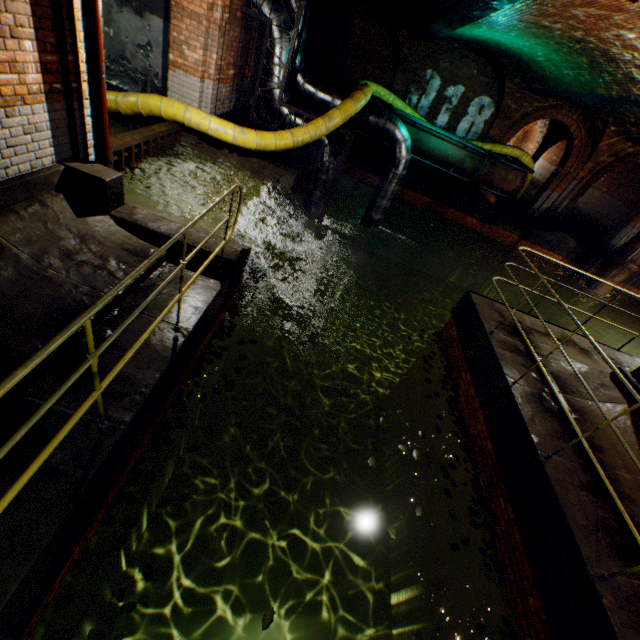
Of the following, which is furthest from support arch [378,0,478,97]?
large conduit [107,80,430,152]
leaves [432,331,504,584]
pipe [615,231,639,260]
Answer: leaves [432,331,504,584]

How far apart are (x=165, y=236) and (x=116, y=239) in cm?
58

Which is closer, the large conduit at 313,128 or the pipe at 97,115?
the pipe at 97,115

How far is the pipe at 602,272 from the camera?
14.5m

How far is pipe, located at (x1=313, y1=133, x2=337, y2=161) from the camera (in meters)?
8.73

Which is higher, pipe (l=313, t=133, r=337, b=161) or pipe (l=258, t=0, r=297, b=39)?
pipe (l=258, t=0, r=297, b=39)

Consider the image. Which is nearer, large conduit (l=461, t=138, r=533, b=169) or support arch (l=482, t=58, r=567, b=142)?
support arch (l=482, t=58, r=567, b=142)

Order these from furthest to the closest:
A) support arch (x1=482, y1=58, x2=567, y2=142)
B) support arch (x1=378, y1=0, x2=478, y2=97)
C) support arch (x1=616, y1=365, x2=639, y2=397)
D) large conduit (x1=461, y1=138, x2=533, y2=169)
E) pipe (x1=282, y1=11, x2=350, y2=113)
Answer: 1. large conduit (x1=461, y1=138, x2=533, y2=169)
2. support arch (x1=482, y1=58, x2=567, y2=142)
3. support arch (x1=378, y1=0, x2=478, y2=97)
4. pipe (x1=282, y1=11, x2=350, y2=113)
5. support arch (x1=616, y1=365, x2=639, y2=397)
